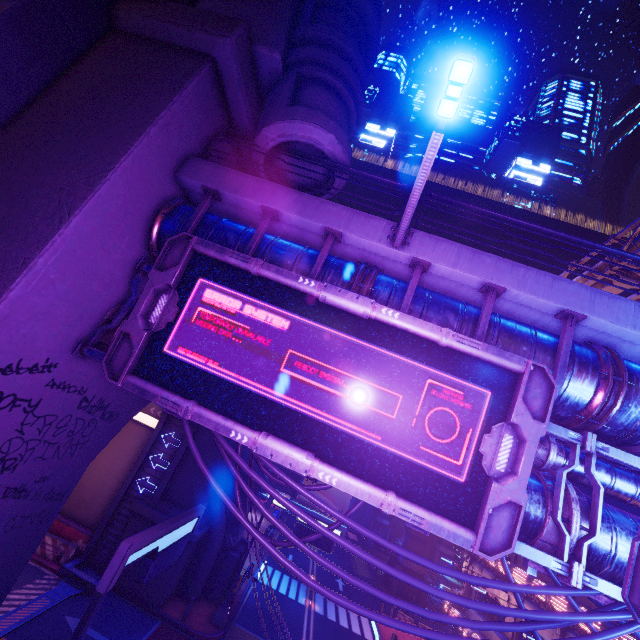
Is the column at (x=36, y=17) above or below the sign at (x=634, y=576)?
above

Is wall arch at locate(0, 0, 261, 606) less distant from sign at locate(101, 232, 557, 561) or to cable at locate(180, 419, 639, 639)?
sign at locate(101, 232, 557, 561)

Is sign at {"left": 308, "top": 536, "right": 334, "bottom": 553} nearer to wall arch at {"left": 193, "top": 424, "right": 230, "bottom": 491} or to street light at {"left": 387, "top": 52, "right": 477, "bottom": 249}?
wall arch at {"left": 193, "top": 424, "right": 230, "bottom": 491}

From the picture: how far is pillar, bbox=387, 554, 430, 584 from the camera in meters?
36.6

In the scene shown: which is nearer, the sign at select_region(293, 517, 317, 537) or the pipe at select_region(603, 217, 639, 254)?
the pipe at select_region(603, 217, 639, 254)

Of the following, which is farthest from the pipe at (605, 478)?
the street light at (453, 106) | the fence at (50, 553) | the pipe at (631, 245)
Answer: the fence at (50, 553)

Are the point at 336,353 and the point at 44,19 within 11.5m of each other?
yes

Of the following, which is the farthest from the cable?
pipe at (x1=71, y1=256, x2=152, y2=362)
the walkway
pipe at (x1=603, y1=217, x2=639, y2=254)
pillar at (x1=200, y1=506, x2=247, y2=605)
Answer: pillar at (x1=200, y1=506, x2=247, y2=605)
